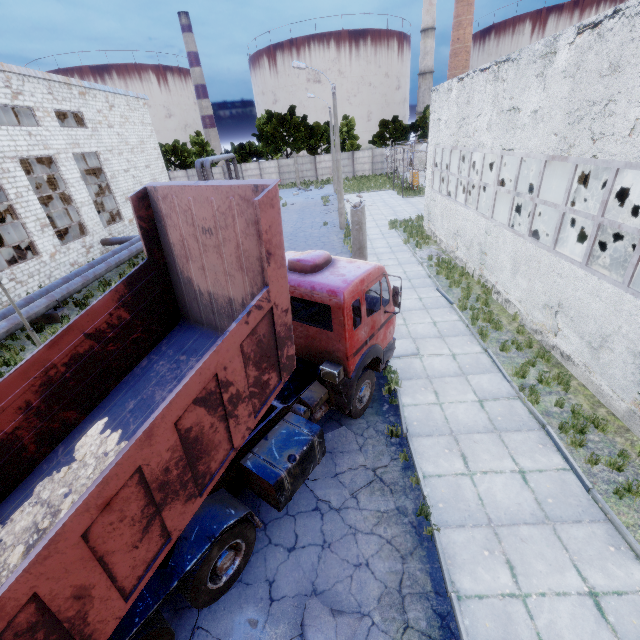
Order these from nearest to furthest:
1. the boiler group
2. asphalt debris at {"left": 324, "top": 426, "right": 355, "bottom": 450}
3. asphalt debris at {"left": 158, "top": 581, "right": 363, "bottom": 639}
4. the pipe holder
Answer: asphalt debris at {"left": 158, "top": 581, "right": 363, "bottom": 639} → asphalt debris at {"left": 324, "top": 426, "right": 355, "bottom": 450} → the pipe holder → the boiler group

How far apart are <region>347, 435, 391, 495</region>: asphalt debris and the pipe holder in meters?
14.1

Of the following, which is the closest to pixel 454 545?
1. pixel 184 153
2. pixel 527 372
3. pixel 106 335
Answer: pixel 527 372

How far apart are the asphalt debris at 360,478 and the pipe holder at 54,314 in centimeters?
1413cm

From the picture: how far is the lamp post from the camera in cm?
817

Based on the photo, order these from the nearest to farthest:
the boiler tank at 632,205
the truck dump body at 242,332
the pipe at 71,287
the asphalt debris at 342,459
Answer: the truck dump body at 242,332
the asphalt debris at 342,459
the boiler tank at 632,205
the pipe at 71,287

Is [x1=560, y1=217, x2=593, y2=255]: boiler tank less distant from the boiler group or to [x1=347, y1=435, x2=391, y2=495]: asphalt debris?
the boiler group

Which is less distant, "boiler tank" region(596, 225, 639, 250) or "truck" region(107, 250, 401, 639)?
"truck" region(107, 250, 401, 639)
